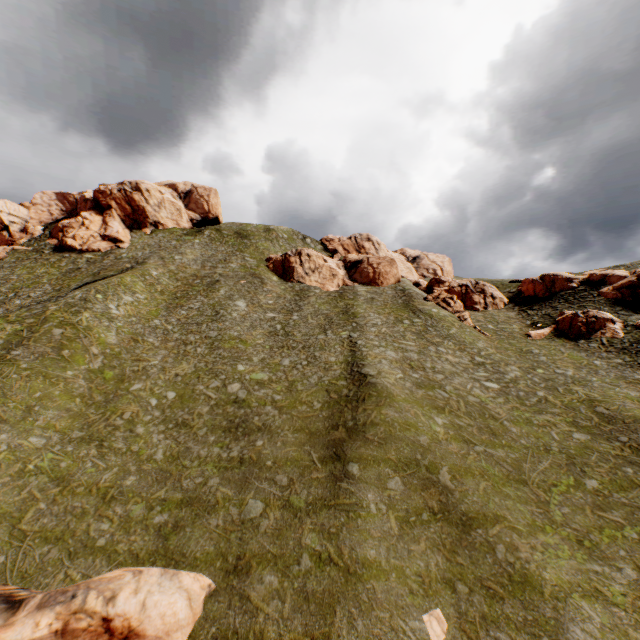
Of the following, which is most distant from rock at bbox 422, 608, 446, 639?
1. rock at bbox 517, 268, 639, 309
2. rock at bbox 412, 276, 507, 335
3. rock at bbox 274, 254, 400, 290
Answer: rock at bbox 412, 276, 507, 335

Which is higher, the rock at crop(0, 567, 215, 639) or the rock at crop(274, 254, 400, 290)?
the rock at crop(274, 254, 400, 290)

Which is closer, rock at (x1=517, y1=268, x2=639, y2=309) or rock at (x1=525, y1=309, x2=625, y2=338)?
rock at (x1=525, y1=309, x2=625, y2=338)

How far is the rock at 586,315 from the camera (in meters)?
37.72

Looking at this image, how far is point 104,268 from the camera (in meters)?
54.44

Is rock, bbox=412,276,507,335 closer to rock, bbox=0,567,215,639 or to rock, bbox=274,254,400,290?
rock, bbox=274,254,400,290

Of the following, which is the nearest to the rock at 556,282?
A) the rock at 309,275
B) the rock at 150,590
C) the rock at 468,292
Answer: the rock at 468,292

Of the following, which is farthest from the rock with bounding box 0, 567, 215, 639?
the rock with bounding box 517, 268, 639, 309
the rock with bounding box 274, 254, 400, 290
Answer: the rock with bounding box 274, 254, 400, 290
